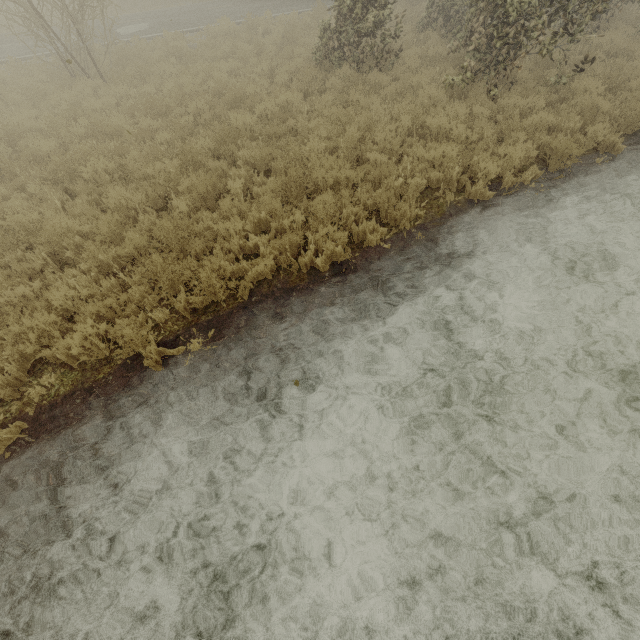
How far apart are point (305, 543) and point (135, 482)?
2.0 meters
